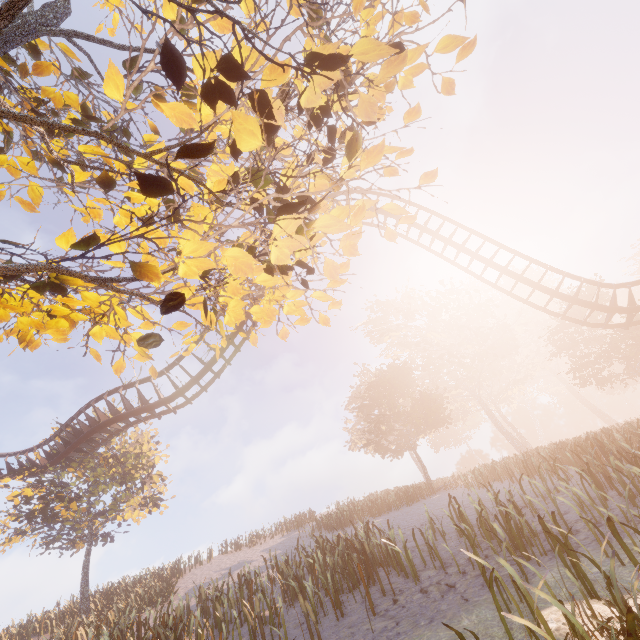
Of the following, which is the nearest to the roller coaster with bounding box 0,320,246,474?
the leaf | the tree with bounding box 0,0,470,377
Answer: the tree with bounding box 0,0,470,377

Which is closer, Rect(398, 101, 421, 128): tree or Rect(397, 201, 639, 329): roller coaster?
Rect(398, 101, 421, 128): tree

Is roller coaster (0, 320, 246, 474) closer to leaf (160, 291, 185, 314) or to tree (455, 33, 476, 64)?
tree (455, 33, 476, 64)

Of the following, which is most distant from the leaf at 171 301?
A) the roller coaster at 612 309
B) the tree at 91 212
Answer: the roller coaster at 612 309

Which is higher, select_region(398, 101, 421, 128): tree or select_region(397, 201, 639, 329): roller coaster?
select_region(397, 201, 639, 329): roller coaster

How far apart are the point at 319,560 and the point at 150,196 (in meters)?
13.46

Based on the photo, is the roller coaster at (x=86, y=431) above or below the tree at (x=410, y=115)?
above
